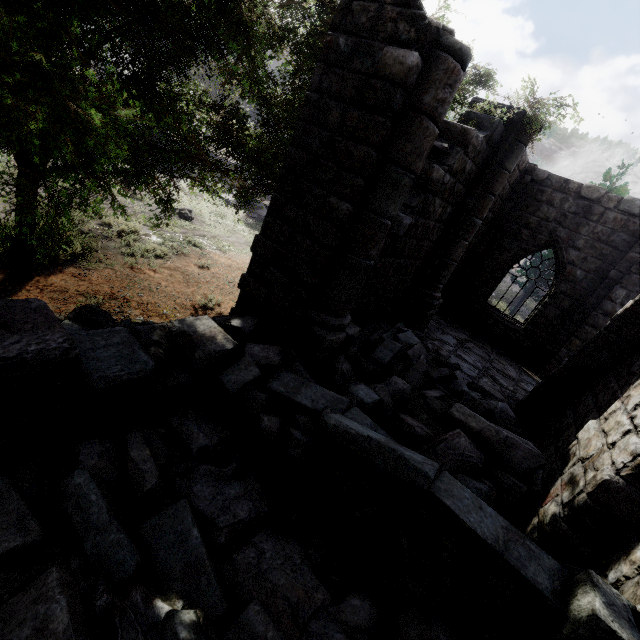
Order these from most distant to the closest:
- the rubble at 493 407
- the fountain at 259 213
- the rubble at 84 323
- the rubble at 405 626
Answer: the fountain at 259 213, the rubble at 84 323, the rubble at 493 407, the rubble at 405 626

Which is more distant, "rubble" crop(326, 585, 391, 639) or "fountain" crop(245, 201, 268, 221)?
"fountain" crop(245, 201, 268, 221)

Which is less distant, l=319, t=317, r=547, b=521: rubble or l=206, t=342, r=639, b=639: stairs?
l=206, t=342, r=639, b=639: stairs

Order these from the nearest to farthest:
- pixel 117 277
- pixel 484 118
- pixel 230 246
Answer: pixel 484 118, pixel 117 277, pixel 230 246

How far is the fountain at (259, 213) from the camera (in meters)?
19.36

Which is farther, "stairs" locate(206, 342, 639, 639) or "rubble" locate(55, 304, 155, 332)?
"rubble" locate(55, 304, 155, 332)

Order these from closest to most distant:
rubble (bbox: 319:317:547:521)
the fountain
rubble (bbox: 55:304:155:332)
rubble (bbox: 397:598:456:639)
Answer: rubble (bbox: 397:598:456:639) → rubble (bbox: 319:317:547:521) → rubble (bbox: 55:304:155:332) → the fountain
